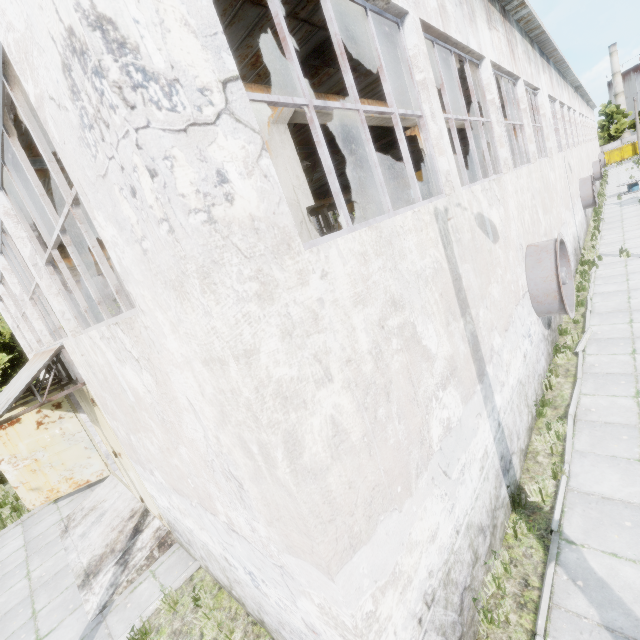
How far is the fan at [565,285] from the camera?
7.6m

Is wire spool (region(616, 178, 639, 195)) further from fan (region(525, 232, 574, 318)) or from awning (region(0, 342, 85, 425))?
awning (region(0, 342, 85, 425))

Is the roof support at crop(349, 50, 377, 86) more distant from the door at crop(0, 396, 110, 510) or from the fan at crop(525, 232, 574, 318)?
the fan at crop(525, 232, 574, 318)

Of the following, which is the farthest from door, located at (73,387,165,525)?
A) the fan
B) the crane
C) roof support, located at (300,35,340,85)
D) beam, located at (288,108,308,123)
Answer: the crane

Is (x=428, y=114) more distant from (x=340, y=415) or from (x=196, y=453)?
(x=196, y=453)

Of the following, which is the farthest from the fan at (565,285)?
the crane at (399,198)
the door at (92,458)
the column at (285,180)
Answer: the door at (92,458)

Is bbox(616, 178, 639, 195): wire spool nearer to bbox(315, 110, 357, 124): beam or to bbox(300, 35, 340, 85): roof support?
bbox(315, 110, 357, 124): beam

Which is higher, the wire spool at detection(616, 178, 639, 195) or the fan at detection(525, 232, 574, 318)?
the fan at detection(525, 232, 574, 318)
